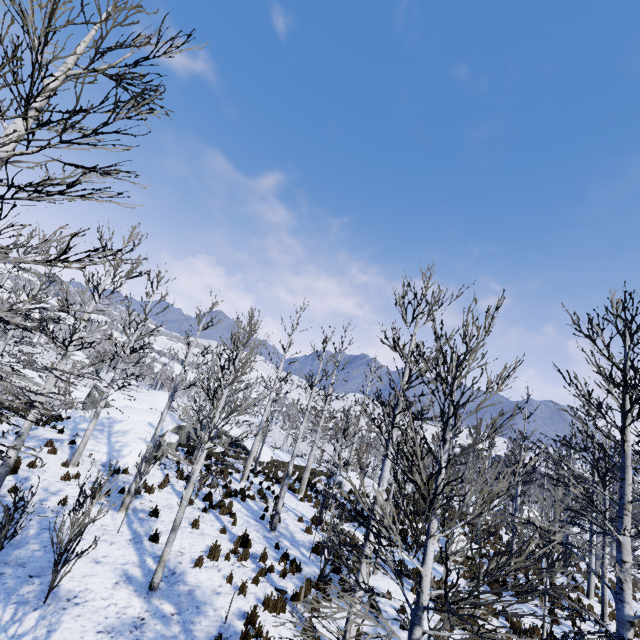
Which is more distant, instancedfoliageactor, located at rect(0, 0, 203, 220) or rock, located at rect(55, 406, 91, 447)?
rock, located at rect(55, 406, 91, 447)

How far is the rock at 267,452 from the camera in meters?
28.9 m

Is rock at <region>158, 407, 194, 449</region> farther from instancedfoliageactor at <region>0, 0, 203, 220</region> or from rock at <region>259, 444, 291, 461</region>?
instancedfoliageactor at <region>0, 0, 203, 220</region>

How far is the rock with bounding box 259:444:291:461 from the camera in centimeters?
2889cm

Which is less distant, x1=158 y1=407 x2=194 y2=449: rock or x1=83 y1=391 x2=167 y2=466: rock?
x1=83 y1=391 x2=167 y2=466: rock

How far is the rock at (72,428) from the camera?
16.21m

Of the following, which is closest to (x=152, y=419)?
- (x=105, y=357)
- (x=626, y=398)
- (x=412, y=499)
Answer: (x=105, y=357)
